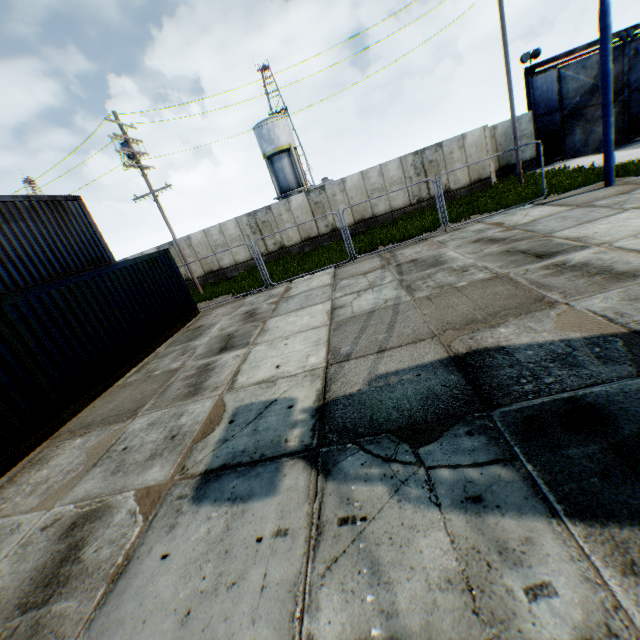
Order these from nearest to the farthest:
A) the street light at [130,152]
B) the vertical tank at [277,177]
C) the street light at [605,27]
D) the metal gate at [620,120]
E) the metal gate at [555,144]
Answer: the street light at [605,27], the street light at [130,152], the metal gate at [620,120], the metal gate at [555,144], the vertical tank at [277,177]

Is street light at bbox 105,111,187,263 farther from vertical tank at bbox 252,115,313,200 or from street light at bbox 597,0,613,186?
vertical tank at bbox 252,115,313,200

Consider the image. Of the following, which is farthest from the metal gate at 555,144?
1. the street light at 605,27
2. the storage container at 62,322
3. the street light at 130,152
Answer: the storage container at 62,322

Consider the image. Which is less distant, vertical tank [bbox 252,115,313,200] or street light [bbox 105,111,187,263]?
street light [bbox 105,111,187,263]

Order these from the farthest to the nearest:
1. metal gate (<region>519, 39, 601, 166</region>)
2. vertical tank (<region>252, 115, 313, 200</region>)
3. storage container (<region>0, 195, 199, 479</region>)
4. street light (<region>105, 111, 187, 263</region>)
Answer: vertical tank (<region>252, 115, 313, 200</region>)
metal gate (<region>519, 39, 601, 166</region>)
street light (<region>105, 111, 187, 263</region>)
storage container (<region>0, 195, 199, 479</region>)

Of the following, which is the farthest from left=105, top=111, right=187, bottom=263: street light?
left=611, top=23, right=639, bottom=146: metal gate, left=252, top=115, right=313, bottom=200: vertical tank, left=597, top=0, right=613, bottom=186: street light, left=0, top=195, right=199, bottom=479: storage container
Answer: left=611, top=23, right=639, bottom=146: metal gate

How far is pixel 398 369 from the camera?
4.9m

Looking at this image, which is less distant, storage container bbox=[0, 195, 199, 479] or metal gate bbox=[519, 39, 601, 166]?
storage container bbox=[0, 195, 199, 479]
